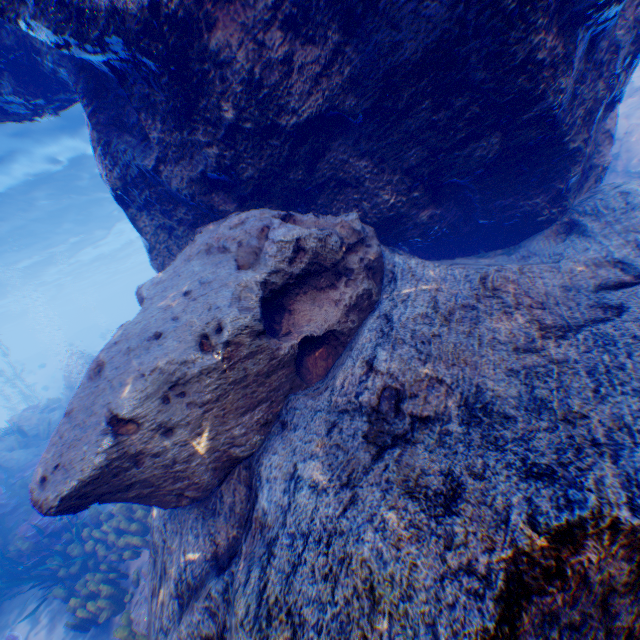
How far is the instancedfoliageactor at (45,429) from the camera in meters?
11.7 m

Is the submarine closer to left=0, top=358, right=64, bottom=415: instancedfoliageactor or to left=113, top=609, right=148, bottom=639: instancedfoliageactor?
left=0, top=358, right=64, bottom=415: instancedfoliageactor

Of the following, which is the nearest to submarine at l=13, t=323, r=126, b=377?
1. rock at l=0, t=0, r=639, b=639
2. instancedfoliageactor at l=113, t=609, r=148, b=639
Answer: rock at l=0, t=0, r=639, b=639

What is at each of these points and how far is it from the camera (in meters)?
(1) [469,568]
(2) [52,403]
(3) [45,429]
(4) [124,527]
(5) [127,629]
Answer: (1) rock, 1.53
(2) instancedfoliageactor, 16.53
(3) instancedfoliageactor, 11.71
(4) instancedfoliageactor, 6.62
(5) instancedfoliageactor, 4.75

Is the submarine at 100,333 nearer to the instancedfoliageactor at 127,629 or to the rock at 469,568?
the rock at 469,568

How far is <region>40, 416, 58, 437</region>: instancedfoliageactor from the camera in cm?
1169
